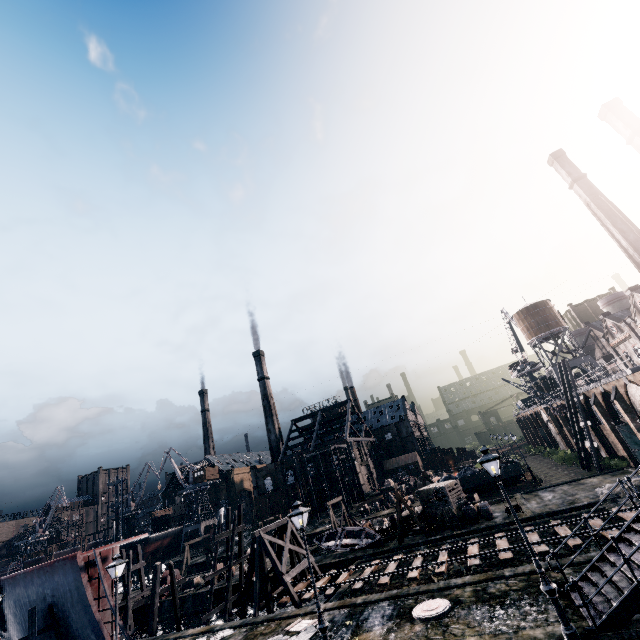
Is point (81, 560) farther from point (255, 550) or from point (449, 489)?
point (449, 489)

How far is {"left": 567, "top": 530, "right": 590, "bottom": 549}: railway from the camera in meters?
17.8

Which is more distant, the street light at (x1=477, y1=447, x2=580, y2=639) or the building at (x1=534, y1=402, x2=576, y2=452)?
the building at (x1=534, y1=402, x2=576, y2=452)

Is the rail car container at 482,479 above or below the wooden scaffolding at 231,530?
below

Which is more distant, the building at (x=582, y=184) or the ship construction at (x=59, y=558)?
the building at (x=582, y=184)

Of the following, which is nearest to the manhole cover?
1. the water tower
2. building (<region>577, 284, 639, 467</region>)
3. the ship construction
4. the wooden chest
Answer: the wooden chest

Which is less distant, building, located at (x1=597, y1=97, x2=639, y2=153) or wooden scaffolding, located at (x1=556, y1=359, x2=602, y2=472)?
wooden scaffolding, located at (x1=556, y1=359, x2=602, y2=472)

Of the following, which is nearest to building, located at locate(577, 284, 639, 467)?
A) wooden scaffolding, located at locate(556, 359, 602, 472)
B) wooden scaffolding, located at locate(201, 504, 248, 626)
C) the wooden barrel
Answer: wooden scaffolding, located at locate(556, 359, 602, 472)
